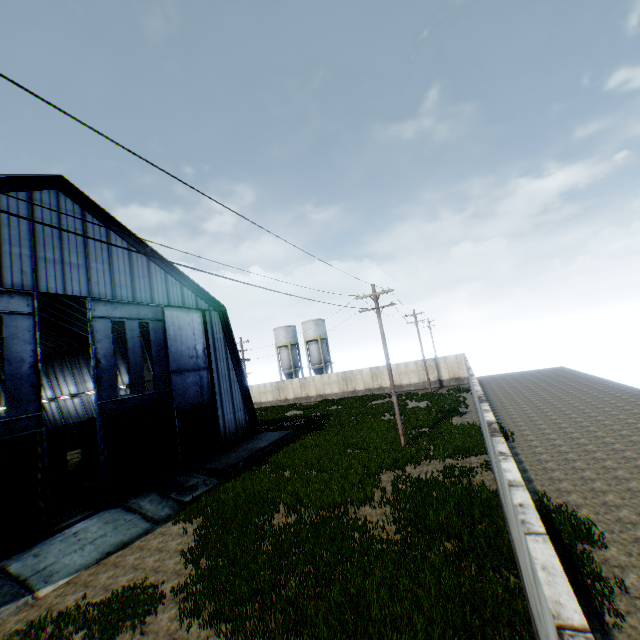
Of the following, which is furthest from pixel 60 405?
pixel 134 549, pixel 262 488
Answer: pixel 262 488

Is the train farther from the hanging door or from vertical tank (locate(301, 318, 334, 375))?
vertical tank (locate(301, 318, 334, 375))

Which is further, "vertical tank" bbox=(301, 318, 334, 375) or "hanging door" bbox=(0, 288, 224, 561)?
"vertical tank" bbox=(301, 318, 334, 375)

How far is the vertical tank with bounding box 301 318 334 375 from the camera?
53.4 meters

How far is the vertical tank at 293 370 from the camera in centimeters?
5556cm

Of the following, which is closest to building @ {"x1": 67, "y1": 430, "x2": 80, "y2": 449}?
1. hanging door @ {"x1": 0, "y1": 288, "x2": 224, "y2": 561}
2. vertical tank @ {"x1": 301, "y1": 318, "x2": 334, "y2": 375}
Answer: hanging door @ {"x1": 0, "y1": 288, "x2": 224, "y2": 561}

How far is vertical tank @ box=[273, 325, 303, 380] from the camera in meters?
55.6

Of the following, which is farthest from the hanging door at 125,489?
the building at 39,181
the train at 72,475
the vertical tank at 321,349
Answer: the vertical tank at 321,349
